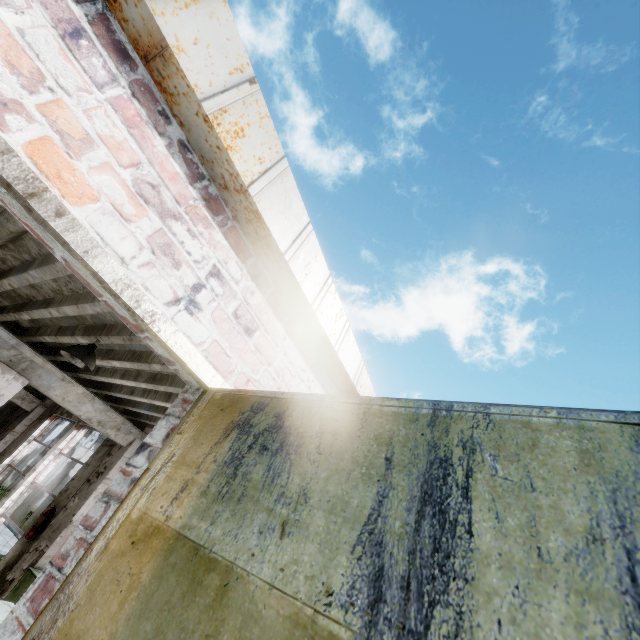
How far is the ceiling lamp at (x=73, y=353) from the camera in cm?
396

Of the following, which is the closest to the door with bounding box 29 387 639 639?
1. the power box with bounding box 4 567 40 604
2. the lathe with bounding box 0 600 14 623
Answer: the lathe with bounding box 0 600 14 623

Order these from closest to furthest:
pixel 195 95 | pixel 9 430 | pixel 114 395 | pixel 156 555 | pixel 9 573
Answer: pixel 156 555
pixel 195 95
pixel 9 573
pixel 114 395
pixel 9 430

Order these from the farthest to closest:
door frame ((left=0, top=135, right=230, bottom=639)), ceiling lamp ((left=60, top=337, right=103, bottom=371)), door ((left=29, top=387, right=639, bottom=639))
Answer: ceiling lamp ((left=60, top=337, right=103, bottom=371)) → door frame ((left=0, top=135, right=230, bottom=639)) → door ((left=29, top=387, right=639, bottom=639))

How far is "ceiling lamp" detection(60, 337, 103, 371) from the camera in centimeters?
396cm

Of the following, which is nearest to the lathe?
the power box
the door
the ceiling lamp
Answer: the power box

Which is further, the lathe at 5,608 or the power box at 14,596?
the power box at 14,596

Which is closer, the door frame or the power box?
the door frame
